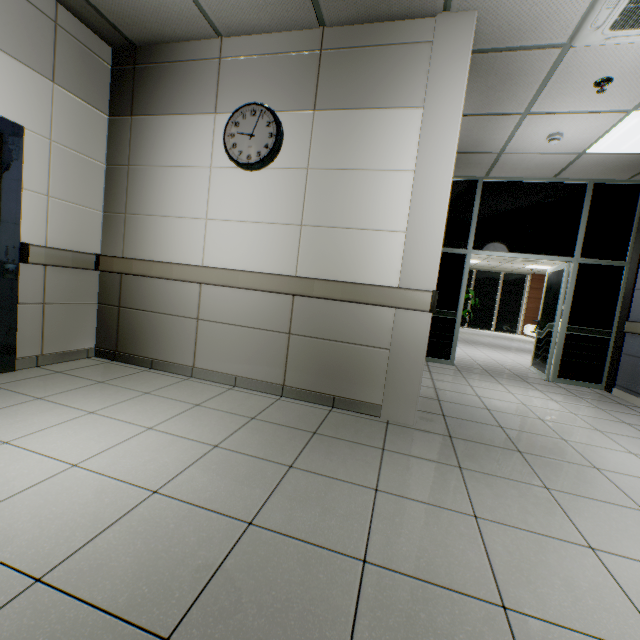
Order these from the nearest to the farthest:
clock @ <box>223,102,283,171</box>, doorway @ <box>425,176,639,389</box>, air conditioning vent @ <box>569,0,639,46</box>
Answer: air conditioning vent @ <box>569,0,639,46</box>
clock @ <box>223,102,283,171</box>
doorway @ <box>425,176,639,389</box>

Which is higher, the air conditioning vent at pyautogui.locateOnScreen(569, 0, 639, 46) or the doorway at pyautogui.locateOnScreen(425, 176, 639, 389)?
the air conditioning vent at pyautogui.locateOnScreen(569, 0, 639, 46)

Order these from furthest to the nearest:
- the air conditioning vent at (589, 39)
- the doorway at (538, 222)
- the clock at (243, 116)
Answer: the doorway at (538, 222) → the clock at (243, 116) → the air conditioning vent at (589, 39)

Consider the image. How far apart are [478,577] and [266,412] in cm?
175

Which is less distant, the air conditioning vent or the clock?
the air conditioning vent

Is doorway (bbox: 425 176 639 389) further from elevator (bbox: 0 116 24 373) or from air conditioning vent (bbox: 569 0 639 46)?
elevator (bbox: 0 116 24 373)

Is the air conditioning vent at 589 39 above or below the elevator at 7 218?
above

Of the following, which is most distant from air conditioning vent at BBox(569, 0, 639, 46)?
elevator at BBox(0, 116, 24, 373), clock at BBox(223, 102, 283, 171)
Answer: elevator at BBox(0, 116, 24, 373)
